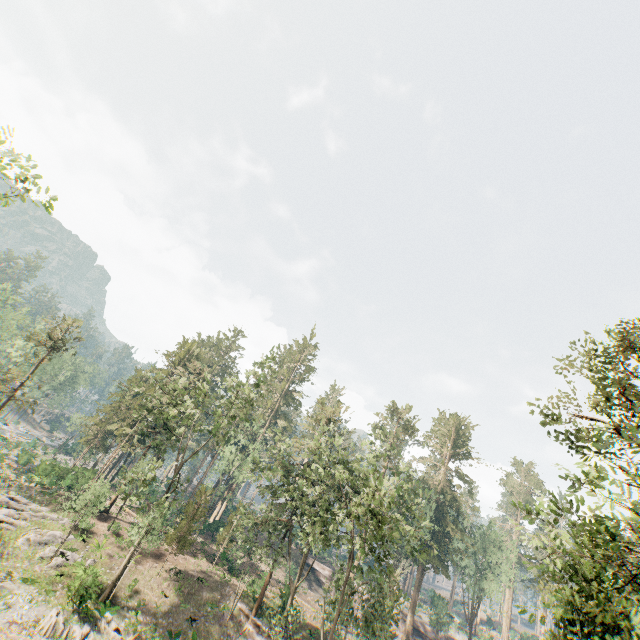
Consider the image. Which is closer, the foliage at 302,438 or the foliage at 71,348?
the foliage at 302,438

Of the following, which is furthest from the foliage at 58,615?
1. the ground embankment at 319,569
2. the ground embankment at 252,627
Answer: the ground embankment at 319,569

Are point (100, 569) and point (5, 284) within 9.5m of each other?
no

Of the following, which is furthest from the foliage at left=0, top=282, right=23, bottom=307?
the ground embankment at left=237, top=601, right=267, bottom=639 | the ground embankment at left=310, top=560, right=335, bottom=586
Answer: the ground embankment at left=310, top=560, right=335, bottom=586

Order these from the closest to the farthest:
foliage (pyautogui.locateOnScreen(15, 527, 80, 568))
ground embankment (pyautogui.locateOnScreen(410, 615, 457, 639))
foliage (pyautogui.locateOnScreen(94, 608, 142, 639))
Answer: foliage (pyautogui.locateOnScreen(94, 608, 142, 639)) → foliage (pyautogui.locateOnScreen(15, 527, 80, 568)) → ground embankment (pyautogui.locateOnScreen(410, 615, 457, 639))

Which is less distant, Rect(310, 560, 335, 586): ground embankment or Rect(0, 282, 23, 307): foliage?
Rect(0, 282, 23, 307): foliage

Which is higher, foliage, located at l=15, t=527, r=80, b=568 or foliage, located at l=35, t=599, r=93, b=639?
foliage, located at l=15, t=527, r=80, b=568
